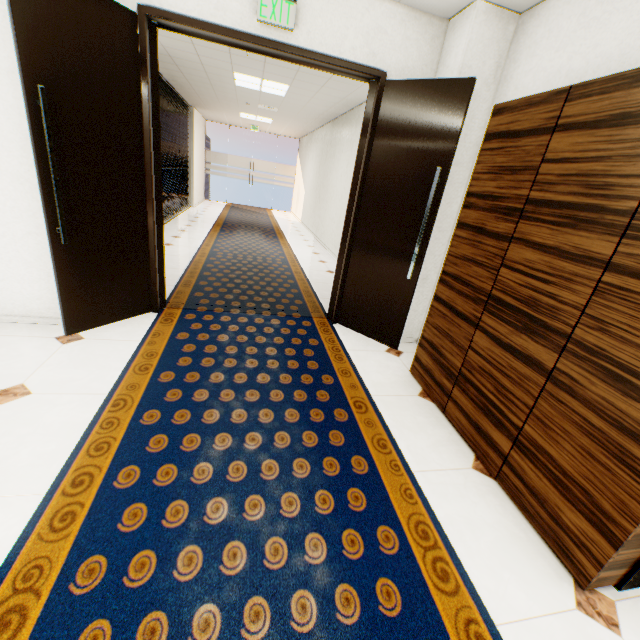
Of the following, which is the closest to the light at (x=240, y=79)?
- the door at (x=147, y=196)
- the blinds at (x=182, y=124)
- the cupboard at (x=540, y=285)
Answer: the blinds at (x=182, y=124)

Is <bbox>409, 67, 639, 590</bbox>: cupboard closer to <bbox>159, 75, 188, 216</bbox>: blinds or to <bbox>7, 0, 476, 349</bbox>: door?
<bbox>7, 0, 476, 349</bbox>: door

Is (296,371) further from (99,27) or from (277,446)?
(99,27)

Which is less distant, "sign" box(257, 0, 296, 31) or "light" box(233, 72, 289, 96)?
"sign" box(257, 0, 296, 31)

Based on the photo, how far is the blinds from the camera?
7.3 meters

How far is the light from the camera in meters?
5.7

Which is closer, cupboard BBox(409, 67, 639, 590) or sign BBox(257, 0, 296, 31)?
cupboard BBox(409, 67, 639, 590)

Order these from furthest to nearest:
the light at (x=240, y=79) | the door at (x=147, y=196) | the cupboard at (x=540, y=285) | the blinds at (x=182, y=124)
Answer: the blinds at (x=182, y=124), the light at (x=240, y=79), the door at (x=147, y=196), the cupboard at (x=540, y=285)
